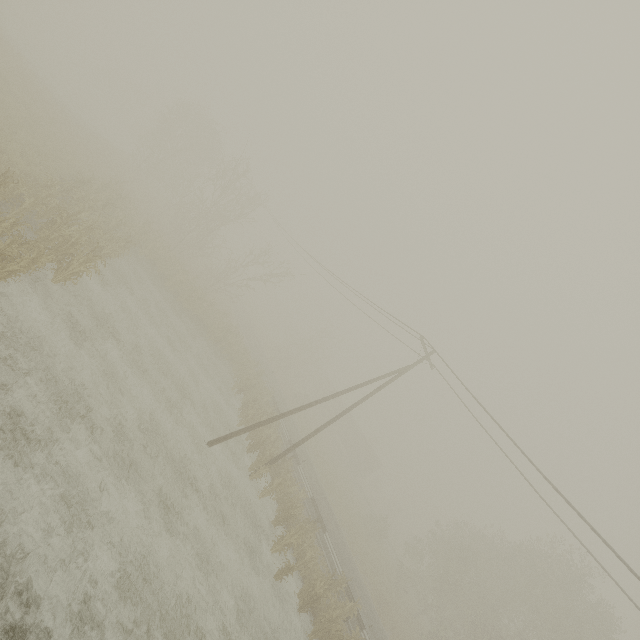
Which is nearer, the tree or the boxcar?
the tree

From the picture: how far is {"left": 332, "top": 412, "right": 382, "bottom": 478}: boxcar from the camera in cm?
5116

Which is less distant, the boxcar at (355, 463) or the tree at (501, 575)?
the tree at (501, 575)

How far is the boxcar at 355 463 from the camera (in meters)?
51.16

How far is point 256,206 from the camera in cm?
2834
